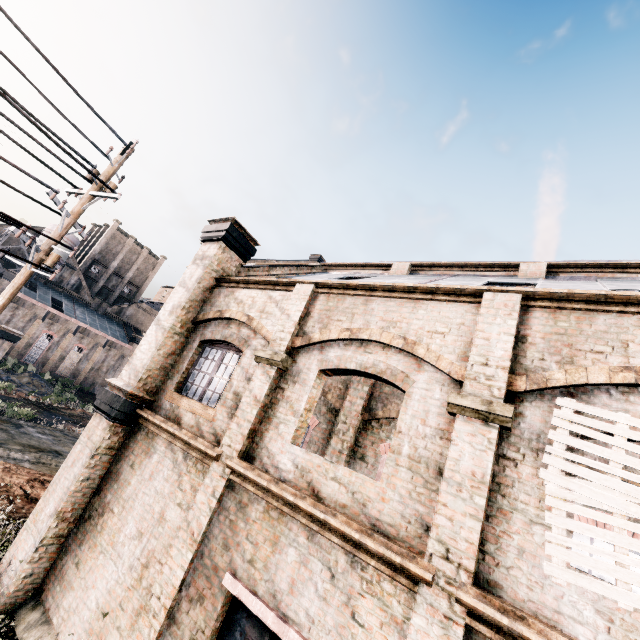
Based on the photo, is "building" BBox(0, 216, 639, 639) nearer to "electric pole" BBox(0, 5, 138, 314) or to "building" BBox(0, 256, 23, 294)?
"electric pole" BBox(0, 5, 138, 314)

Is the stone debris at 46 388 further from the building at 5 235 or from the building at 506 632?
the building at 506 632

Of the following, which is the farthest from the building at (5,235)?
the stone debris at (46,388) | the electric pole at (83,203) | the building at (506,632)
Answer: the electric pole at (83,203)

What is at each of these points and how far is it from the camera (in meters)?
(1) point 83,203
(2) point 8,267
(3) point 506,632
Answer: (1) electric pole, 10.43
(2) building, 52.78
(3) building, 3.64

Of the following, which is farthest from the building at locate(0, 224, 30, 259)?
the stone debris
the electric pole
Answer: the electric pole

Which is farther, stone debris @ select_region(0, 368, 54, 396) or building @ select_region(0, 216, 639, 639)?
stone debris @ select_region(0, 368, 54, 396)

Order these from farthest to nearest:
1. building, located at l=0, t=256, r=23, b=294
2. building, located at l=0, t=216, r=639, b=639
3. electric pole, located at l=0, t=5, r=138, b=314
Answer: building, located at l=0, t=256, r=23, b=294, electric pole, located at l=0, t=5, r=138, b=314, building, located at l=0, t=216, r=639, b=639

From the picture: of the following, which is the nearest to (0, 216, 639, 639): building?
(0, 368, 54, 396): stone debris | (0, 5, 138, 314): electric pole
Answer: (0, 5, 138, 314): electric pole
